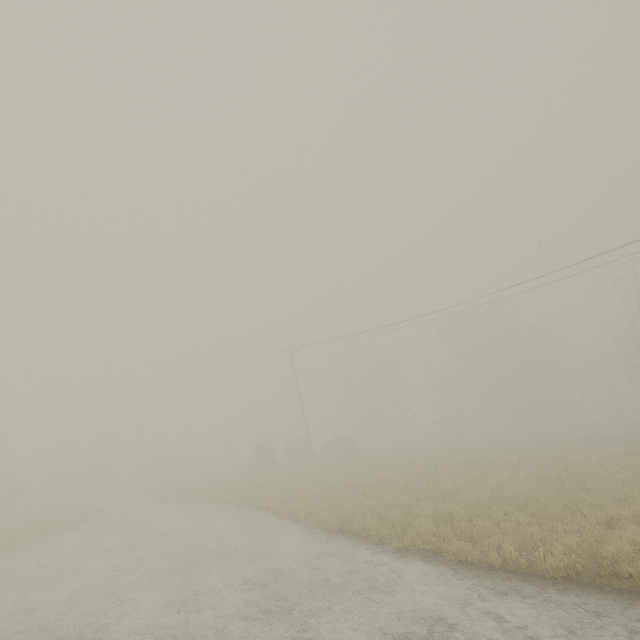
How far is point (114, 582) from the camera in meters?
10.6
